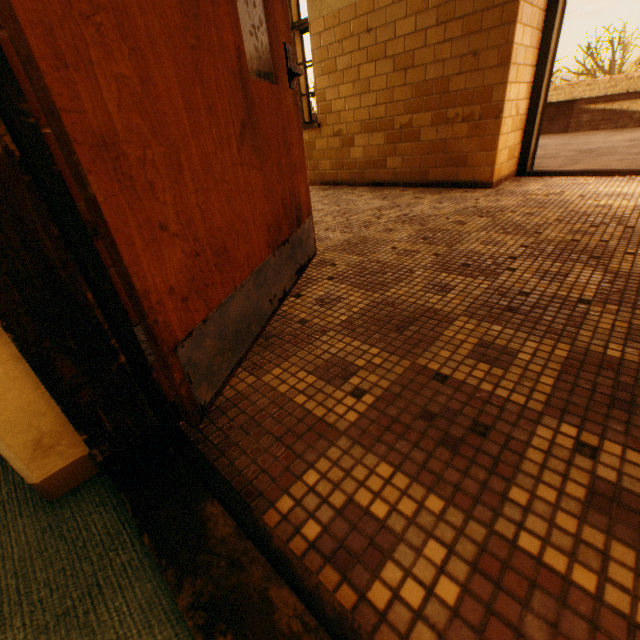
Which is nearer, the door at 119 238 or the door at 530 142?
the door at 119 238

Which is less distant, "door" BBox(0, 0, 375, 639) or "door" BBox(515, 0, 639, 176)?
"door" BBox(0, 0, 375, 639)

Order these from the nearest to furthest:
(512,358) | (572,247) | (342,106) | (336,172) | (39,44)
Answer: (39,44) < (512,358) < (572,247) < (342,106) < (336,172)
